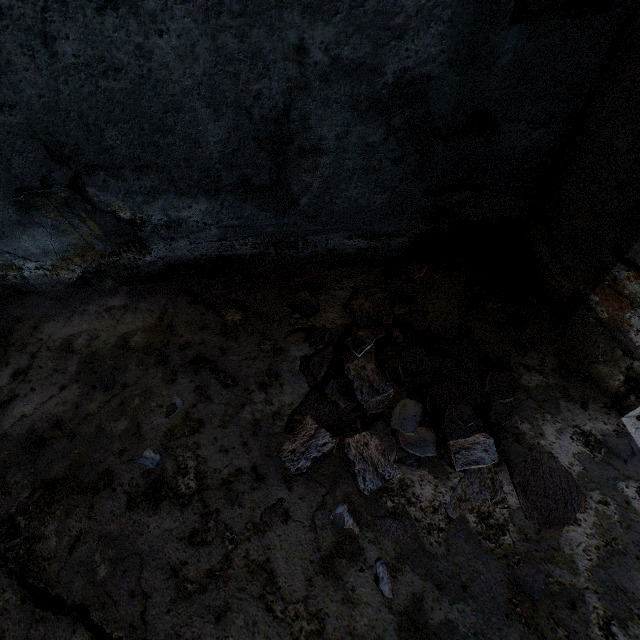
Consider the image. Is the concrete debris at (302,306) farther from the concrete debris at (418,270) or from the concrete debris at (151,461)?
the concrete debris at (151,461)

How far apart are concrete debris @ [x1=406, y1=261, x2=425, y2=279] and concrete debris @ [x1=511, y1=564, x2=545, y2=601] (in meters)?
2.38

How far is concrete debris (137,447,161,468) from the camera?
2.3m

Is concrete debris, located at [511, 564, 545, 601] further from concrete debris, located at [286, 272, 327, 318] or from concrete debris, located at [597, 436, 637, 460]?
concrete debris, located at [597, 436, 637, 460]

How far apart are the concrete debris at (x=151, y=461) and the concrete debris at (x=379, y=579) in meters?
1.6

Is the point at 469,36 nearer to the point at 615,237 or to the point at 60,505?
the point at 615,237

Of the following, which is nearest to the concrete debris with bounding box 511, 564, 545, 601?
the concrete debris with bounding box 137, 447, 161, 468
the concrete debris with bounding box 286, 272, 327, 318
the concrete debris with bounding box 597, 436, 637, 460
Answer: the concrete debris with bounding box 286, 272, 327, 318

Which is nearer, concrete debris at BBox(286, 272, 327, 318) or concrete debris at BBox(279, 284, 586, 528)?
concrete debris at BBox(279, 284, 586, 528)
